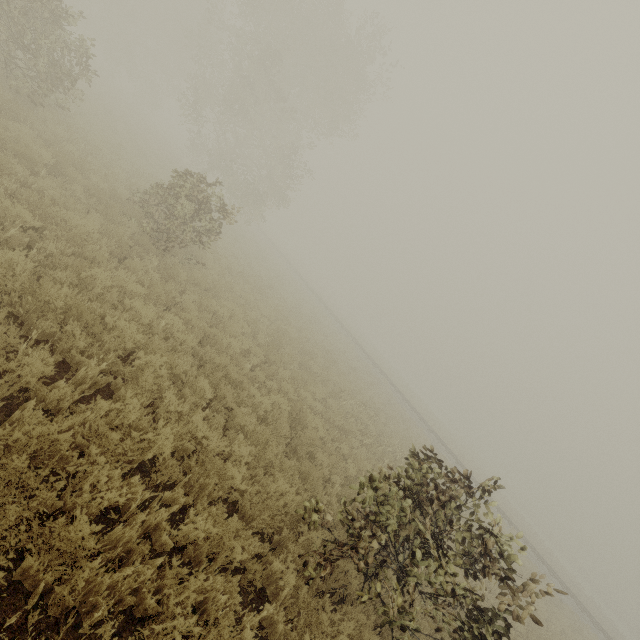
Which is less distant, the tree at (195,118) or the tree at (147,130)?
the tree at (195,118)

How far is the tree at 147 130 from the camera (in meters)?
24.56

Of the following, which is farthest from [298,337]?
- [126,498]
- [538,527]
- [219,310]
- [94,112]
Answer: [538,527]

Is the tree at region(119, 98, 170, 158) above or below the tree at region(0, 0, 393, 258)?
below

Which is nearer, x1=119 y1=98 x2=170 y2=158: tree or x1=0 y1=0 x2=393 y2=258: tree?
x1=0 y1=0 x2=393 y2=258: tree

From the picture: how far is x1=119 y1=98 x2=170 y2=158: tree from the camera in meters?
24.6
